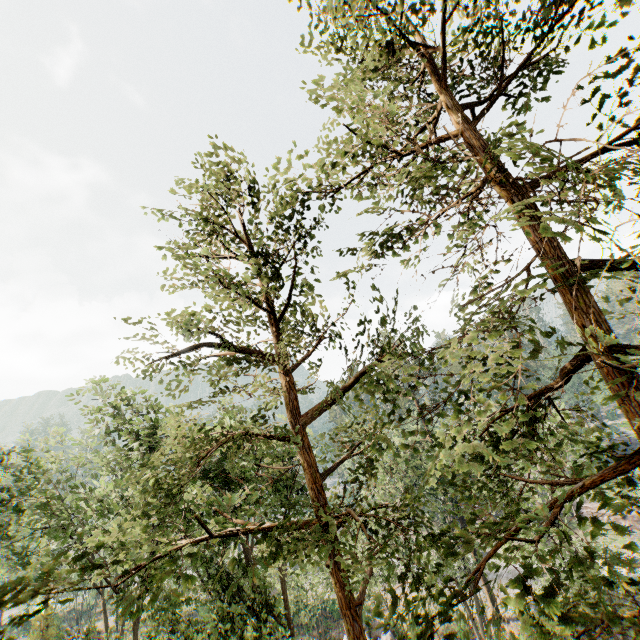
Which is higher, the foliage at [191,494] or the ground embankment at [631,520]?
the foliage at [191,494]

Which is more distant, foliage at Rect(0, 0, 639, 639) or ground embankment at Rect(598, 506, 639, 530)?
ground embankment at Rect(598, 506, 639, 530)

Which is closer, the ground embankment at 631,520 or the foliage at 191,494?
the foliage at 191,494

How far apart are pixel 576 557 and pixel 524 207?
5.0 meters

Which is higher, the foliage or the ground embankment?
the foliage
